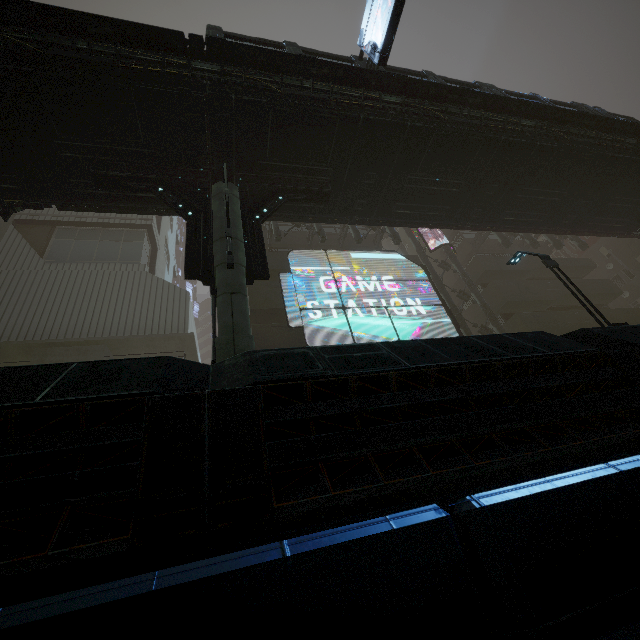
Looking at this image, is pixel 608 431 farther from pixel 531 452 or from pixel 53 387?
pixel 53 387

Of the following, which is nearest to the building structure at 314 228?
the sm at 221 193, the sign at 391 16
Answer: the sm at 221 193

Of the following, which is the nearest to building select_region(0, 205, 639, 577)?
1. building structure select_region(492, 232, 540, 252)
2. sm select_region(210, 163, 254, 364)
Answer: building structure select_region(492, 232, 540, 252)

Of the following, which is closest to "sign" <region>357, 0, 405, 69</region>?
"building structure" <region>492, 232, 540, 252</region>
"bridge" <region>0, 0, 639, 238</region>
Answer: "bridge" <region>0, 0, 639, 238</region>

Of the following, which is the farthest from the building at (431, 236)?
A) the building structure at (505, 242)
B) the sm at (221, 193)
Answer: the sm at (221, 193)

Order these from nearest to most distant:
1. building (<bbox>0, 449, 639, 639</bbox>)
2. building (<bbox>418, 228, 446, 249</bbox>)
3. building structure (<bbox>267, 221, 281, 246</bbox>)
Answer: building (<bbox>0, 449, 639, 639</bbox>) → building structure (<bbox>267, 221, 281, 246</bbox>) → building (<bbox>418, 228, 446, 249</bbox>)

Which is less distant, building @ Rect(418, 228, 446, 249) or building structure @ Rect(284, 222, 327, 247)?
building structure @ Rect(284, 222, 327, 247)

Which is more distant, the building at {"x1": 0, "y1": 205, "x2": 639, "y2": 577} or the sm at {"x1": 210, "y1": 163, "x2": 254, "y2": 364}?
the sm at {"x1": 210, "y1": 163, "x2": 254, "y2": 364}
